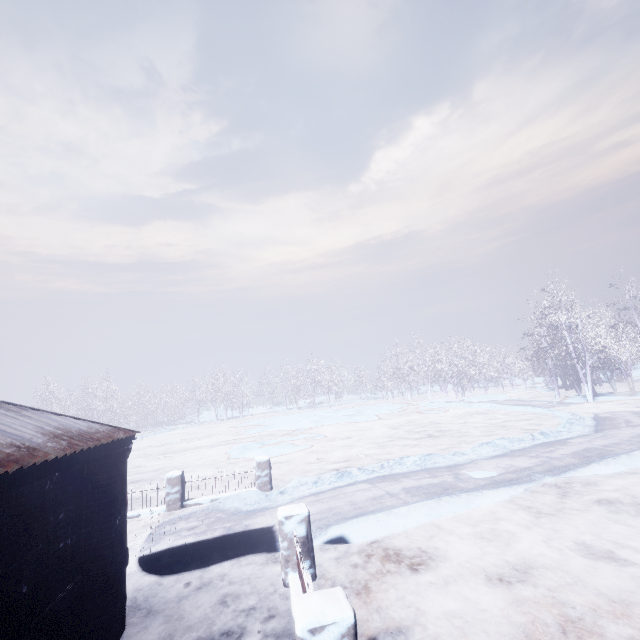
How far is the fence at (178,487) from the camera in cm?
851

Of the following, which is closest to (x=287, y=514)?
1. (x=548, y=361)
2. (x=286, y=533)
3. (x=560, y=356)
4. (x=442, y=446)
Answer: (x=286, y=533)

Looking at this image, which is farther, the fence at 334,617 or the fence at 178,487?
the fence at 178,487

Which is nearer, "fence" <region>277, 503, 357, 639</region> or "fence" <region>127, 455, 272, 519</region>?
"fence" <region>277, 503, 357, 639</region>

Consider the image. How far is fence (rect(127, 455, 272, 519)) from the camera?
8.5m
